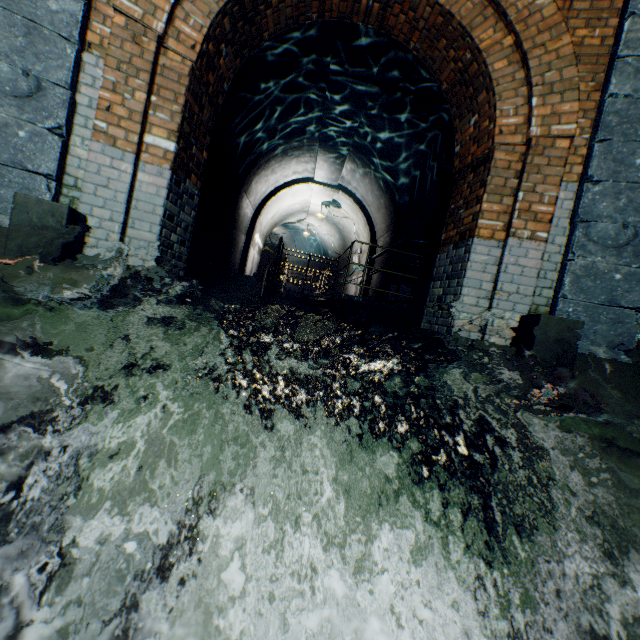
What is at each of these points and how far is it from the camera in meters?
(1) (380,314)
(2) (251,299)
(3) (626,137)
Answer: (1) walkway, 7.6 m
(2) stairs, 7.7 m
(3) support column, 3.0 m

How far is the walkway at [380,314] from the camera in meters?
7.4 m

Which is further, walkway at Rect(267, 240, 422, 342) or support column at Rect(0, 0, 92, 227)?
walkway at Rect(267, 240, 422, 342)

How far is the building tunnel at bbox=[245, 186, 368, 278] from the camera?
12.38m

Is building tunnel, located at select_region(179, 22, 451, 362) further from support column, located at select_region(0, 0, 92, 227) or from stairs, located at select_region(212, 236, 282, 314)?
support column, located at select_region(0, 0, 92, 227)

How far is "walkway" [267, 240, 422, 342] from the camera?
7.4 meters

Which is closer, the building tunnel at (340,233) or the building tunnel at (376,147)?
the building tunnel at (376,147)
